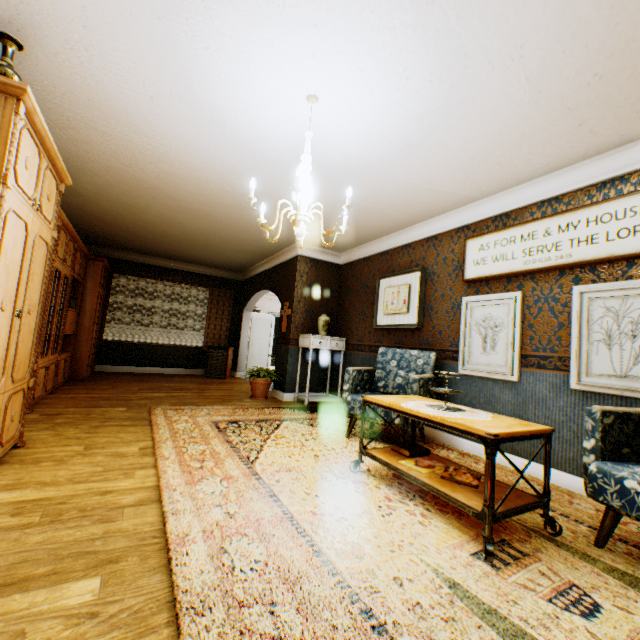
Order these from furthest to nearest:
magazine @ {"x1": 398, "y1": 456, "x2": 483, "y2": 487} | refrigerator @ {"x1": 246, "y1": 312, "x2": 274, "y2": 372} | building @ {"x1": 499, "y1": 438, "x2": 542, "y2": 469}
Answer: refrigerator @ {"x1": 246, "y1": 312, "x2": 274, "y2": 372}, building @ {"x1": 499, "y1": 438, "x2": 542, "y2": 469}, magazine @ {"x1": 398, "y1": 456, "x2": 483, "y2": 487}

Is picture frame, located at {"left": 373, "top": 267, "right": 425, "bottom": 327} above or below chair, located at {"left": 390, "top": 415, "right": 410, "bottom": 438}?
above

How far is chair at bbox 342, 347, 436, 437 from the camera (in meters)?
3.85

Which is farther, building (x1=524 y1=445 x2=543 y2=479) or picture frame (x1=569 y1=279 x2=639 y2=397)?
building (x1=524 y1=445 x2=543 y2=479)

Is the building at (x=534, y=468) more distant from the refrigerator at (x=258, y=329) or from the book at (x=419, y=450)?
the book at (x=419, y=450)

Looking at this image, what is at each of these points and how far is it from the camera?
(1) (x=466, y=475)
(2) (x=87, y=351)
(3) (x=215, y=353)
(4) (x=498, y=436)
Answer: (1) magazine, 2.4m
(2) cabinet, 6.6m
(3) dehumidifier, 9.1m
(4) table, 1.9m

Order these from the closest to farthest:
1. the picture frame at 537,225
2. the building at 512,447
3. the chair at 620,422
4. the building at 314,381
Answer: the chair at 620,422, the picture frame at 537,225, the building at 512,447, the building at 314,381

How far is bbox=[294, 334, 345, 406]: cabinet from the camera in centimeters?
609cm
